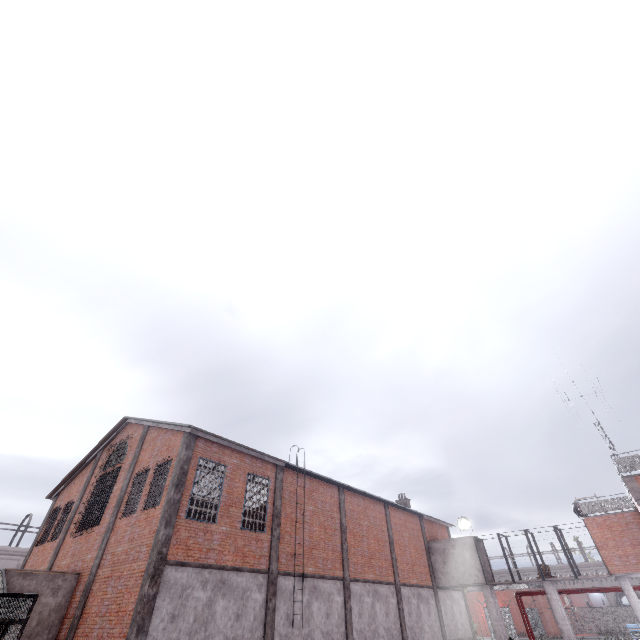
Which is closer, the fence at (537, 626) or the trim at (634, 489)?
the trim at (634, 489)

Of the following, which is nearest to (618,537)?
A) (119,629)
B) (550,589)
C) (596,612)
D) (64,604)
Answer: (550,589)

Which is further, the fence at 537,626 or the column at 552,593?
the fence at 537,626

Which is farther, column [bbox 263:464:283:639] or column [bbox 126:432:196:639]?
column [bbox 263:464:283:639]

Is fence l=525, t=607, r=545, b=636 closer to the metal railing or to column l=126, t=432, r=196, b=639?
the metal railing

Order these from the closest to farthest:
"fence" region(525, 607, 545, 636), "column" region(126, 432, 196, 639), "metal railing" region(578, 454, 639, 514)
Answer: "column" region(126, 432, 196, 639) < "metal railing" region(578, 454, 639, 514) < "fence" region(525, 607, 545, 636)

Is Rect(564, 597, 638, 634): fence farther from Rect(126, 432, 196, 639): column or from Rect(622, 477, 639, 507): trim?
Rect(126, 432, 196, 639): column

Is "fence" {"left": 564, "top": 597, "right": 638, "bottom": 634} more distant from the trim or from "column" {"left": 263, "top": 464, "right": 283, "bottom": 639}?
"column" {"left": 263, "top": 464, "right": 283, "bottom": 639}
